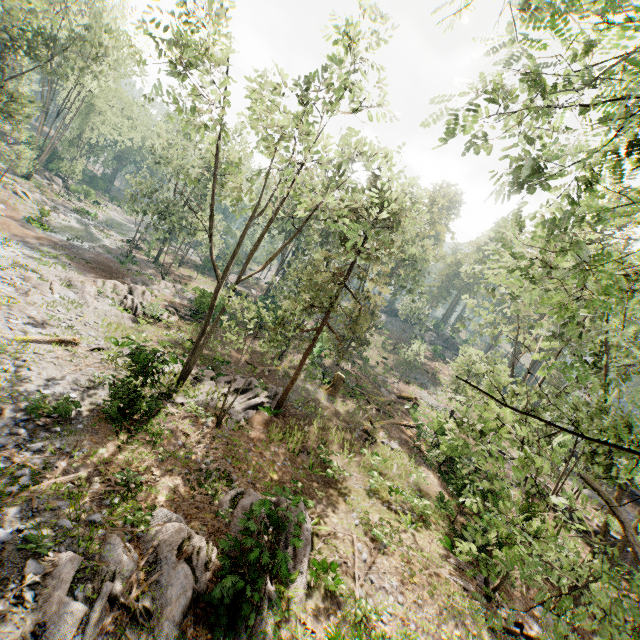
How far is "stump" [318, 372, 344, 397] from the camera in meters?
26.0 m

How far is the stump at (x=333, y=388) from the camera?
26.0m

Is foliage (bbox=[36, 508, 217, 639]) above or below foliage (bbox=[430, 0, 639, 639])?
below

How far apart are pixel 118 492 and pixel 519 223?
12.9m

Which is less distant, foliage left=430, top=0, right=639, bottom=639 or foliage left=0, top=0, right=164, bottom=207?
foliage left=430, top=0, right=639, bottom=639

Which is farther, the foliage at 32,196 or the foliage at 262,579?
the foliage at 32,196

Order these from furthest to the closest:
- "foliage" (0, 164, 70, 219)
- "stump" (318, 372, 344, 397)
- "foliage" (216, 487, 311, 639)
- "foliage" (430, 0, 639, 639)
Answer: "foliage" (0, 164, 70, 219) < "stump" (318, 372, 344, 397) < "foliage" (216, 487, 311, 639) < "foliage" (430, 0, 639, 639)
